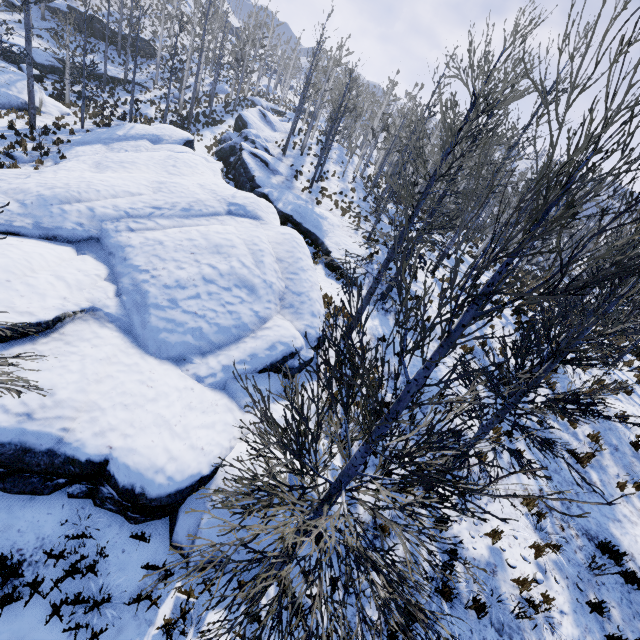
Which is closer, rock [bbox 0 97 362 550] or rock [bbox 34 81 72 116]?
rock [bbox 0 97 362 550]

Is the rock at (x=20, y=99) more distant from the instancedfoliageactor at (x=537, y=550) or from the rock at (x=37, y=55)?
the rock at (x=37, y=55)

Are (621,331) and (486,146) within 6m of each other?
yes

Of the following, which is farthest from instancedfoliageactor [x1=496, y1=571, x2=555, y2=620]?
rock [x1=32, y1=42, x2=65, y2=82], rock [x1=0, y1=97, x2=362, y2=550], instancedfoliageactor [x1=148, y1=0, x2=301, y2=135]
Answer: instancedfoliageactor [x1=148, y1=0, x2=301, y2=135]

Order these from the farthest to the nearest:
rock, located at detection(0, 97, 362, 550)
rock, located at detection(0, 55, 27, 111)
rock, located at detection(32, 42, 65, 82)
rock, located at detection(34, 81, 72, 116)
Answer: rock, located at detection(32, 42, 65, 82) → rock, located at detection(34, 81, 72, 116) → rock, located at detection(0, 55, 27, 111) → rock, located at detection(0, 97, 362, 550)

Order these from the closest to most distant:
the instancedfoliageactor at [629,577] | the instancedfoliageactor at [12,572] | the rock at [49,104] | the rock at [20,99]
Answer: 1. the instancedfoliageactor at [12,572]
2. the instancedfoliageactor at [629,577]
3. the rock at [20,99]
4. the rock at [49,104]

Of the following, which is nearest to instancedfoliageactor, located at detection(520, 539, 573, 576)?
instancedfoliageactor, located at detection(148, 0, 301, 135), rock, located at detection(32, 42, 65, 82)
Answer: rock, located at detection(32, 42, 65, 82)

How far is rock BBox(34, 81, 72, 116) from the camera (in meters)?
21.46
